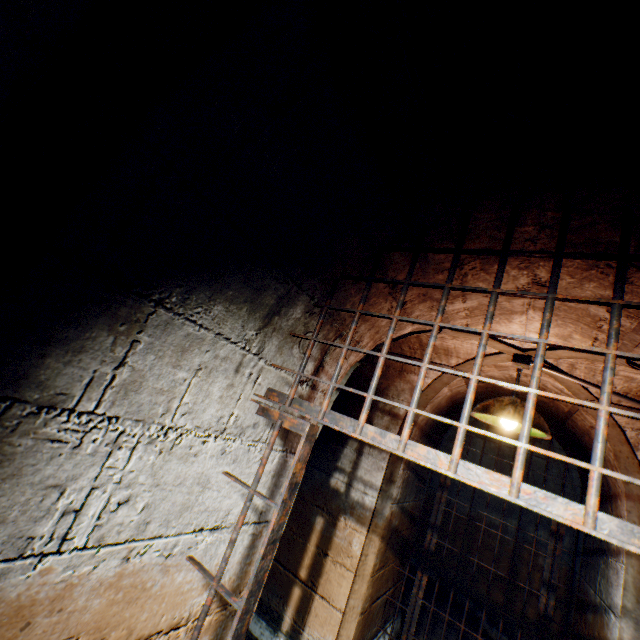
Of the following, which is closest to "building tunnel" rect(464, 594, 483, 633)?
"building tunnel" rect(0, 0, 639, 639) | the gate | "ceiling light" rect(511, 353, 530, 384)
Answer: "building tunnel" rect(0, 0, 639, 639)

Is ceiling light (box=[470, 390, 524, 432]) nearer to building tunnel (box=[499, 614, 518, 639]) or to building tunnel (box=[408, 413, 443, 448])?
building tunnel (box=[408, 413, 443, 448])

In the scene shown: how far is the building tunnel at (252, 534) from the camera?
1.4m

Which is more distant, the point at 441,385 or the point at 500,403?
the point at 441,385

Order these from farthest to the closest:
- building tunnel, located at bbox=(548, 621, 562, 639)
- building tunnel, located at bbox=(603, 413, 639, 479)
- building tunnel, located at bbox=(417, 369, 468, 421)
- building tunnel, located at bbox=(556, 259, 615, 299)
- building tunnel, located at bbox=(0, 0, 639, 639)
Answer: building tunnel, located at bbox=(548, 621, 562, 639)
building tunnel, located at bbox=(417, 369, 468, 421)
building tunnel, located at bbox=(603, 413, 639, 479)
building tunnel, located at bbox=(556, 259, 615, 299)
building tunnel, located at bbox=(0, 0, 639, 639)

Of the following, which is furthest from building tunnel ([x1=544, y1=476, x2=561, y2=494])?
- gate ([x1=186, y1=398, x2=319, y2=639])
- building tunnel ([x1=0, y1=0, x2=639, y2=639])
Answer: gate ([x1=186, y1=398, x2=319, y2=639])
